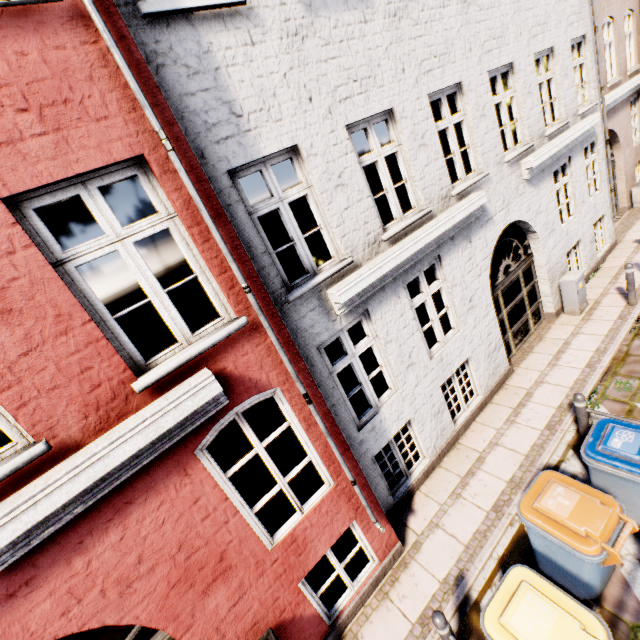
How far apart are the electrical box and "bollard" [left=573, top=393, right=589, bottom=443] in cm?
415

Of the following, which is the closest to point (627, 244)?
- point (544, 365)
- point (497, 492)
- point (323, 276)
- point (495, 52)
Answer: point (544, 365)

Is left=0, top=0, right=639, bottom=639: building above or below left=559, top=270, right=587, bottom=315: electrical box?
above

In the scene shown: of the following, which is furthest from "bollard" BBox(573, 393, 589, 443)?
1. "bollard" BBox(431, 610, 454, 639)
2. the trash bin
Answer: "bollard" BBox(431, 610, 454, 639)

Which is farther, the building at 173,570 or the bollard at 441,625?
the bollard at 441,625

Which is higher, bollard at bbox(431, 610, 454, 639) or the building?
the building

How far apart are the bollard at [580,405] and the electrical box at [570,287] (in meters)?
4.15

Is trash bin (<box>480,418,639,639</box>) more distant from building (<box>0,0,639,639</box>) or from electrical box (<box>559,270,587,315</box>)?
electrical box (<box>559,270,587,315</box>)
